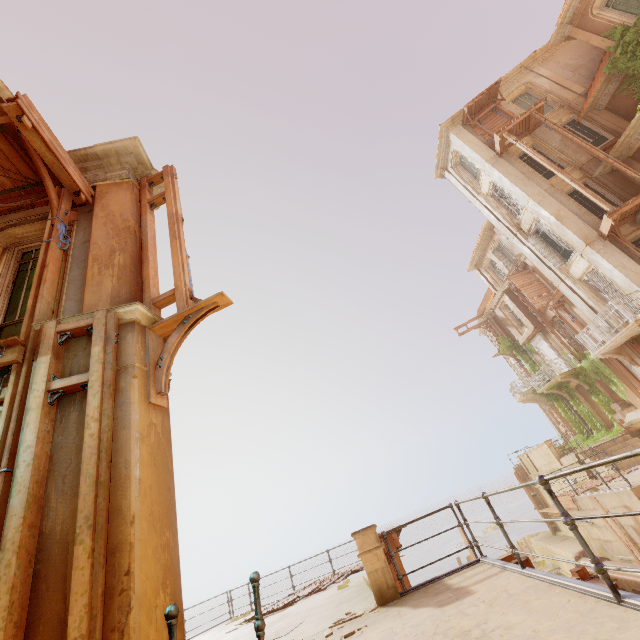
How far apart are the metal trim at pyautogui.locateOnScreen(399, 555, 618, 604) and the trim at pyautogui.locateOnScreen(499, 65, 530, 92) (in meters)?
23.44

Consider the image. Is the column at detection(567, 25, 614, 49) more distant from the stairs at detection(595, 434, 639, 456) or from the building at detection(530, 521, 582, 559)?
the stairs at detection(595, 434, 639, 456)

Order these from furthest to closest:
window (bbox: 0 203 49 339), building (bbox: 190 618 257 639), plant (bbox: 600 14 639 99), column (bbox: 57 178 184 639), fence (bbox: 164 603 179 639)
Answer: plant (bbox: 600 14 639 99) < building (bbox: 190 618 257 639) < window (bbox: 0 203 49 339) < column (bbox: 57 178 184 639) < fence (bbox: 164 603 179 639)

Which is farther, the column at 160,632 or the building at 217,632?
the building at 217,632

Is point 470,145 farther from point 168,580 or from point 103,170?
point 168,580

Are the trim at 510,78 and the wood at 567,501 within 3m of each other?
no

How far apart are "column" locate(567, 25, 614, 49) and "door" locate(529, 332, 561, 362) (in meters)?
17.50

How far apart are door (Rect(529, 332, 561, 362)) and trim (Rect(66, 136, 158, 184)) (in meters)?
27.65
